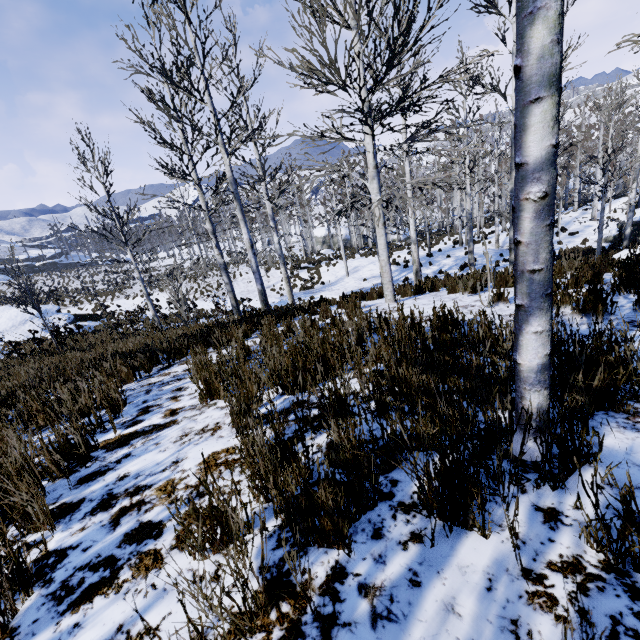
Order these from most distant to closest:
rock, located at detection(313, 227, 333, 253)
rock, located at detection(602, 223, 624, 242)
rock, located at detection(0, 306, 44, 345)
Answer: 1. rock, located at detection(313, 227, 333, 253)
2. rock, located at detection(602, 223, 624, 242)
3. rock, located at detection(0, 306, 44, 345)

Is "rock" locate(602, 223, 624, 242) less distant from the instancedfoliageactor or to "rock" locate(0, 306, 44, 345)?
the instancedfoliageactor

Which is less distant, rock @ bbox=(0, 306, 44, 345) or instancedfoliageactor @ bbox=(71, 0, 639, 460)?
instancedfoliageactor @ bbox=(71, 0, 639, 460)

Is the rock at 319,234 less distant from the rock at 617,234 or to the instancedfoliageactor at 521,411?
the instancedfoliageactor at 521,411

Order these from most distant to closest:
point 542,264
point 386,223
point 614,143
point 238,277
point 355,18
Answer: point 386,223, point 238,277, point 614,143, point 355,18, point 542,264

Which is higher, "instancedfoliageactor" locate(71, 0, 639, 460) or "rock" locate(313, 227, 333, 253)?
"instancedfoliageactor" locate(71, 0, 639, 460)

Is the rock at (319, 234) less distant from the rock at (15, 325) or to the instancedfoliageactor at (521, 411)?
the instancedfoliageactor at (521, 411)

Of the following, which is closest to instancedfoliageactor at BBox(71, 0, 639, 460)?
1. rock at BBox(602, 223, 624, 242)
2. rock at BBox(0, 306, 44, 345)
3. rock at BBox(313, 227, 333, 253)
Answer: rock at BBox(602, 223, 624, 242)
